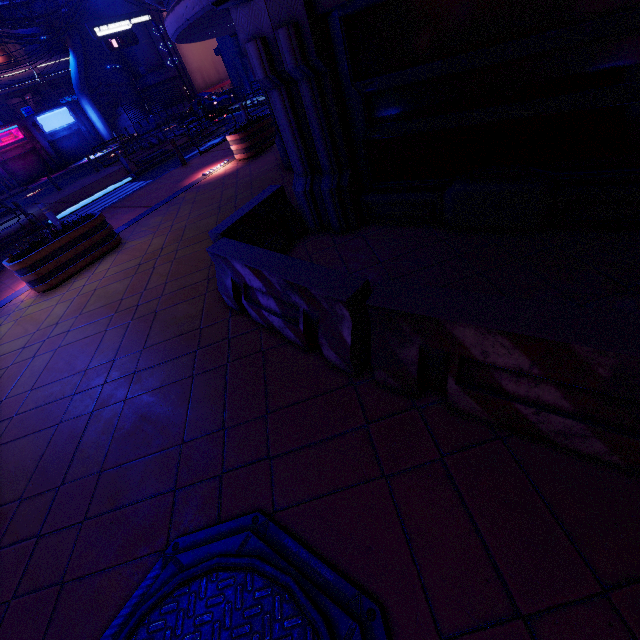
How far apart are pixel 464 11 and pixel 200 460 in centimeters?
505cm

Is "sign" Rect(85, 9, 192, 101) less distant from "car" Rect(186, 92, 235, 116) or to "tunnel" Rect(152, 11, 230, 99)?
"car" Rect(186, 92, 235, 116)

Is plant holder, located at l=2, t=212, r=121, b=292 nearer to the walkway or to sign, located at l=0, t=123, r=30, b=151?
the walkway

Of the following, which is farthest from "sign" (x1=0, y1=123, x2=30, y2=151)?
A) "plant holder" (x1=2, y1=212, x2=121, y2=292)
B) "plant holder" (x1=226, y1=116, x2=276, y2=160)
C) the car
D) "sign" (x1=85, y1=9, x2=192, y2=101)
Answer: "plant holder" (x1=2, y1=212, x2=121, y2=292)

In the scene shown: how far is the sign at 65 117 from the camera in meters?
32.6

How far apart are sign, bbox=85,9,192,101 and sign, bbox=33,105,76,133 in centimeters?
1651cm

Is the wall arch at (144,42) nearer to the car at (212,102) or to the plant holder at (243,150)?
the car at (212,102)

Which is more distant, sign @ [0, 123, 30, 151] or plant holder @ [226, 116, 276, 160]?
sign @ [0, 123, 30, 151]
